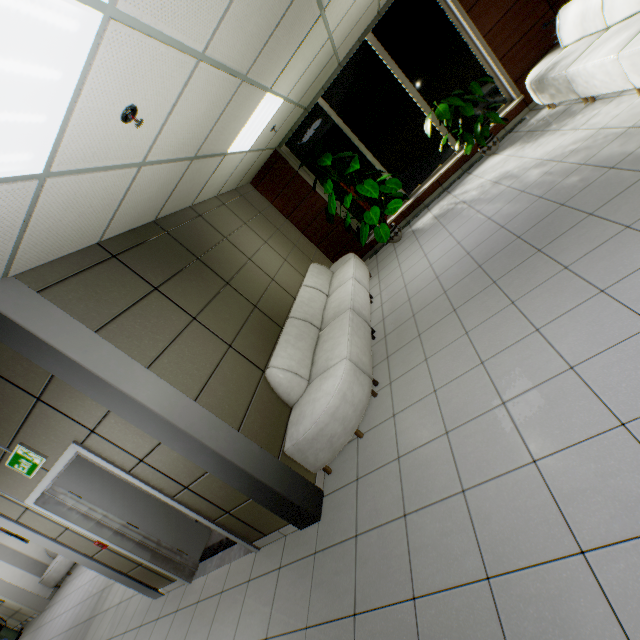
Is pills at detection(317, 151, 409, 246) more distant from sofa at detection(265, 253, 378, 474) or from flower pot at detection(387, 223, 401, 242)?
sofa at detection(265, 253, 378, 474)

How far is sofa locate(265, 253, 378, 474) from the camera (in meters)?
3.24

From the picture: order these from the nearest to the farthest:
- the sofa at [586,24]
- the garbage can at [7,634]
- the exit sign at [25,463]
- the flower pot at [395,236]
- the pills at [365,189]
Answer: the exit sign at [25,463]
the sofa at [586,24]
the pills at [365,189]
the flower pot at [395,236]
the garbage can at [7,634]

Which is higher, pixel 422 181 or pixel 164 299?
pixel 164 299

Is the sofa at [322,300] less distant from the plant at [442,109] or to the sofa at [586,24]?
the plant at [442,109]

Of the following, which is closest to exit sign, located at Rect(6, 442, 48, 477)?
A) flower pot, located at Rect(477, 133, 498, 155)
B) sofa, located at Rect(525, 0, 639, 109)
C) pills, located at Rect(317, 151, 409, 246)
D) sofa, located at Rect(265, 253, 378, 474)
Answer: sofa, located at Rect(265, 253, 378, 474)

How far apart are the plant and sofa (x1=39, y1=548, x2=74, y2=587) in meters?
14.7

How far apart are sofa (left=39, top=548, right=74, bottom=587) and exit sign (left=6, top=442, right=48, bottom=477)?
9.67m
